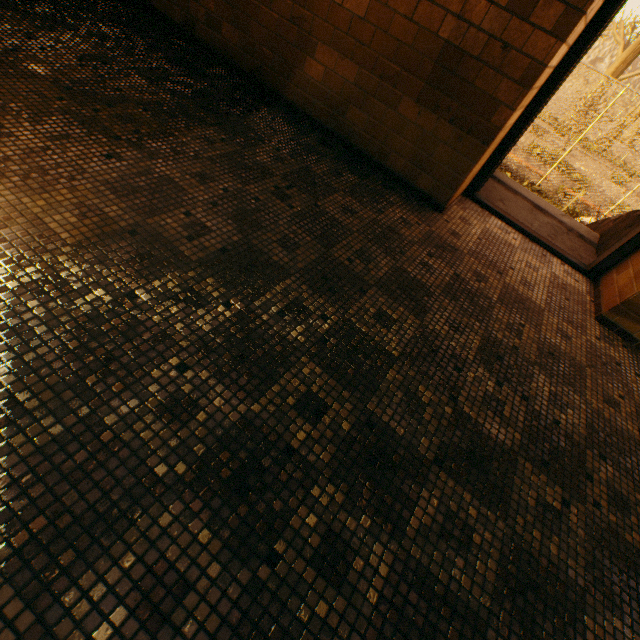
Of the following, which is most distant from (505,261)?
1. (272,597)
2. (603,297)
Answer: (272,597)

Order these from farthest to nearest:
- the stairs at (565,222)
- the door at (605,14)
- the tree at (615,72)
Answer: the tree at (615,72) → the stairs at (565,222) → the door at (605,14)

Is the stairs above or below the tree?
below

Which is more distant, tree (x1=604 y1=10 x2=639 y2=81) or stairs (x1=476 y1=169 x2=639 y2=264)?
tree (x1=604 y1=10 x2=639 y2=81)

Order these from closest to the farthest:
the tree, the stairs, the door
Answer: the door → the stairs → the tree

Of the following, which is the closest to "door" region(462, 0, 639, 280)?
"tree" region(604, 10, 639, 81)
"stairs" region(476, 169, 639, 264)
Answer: "stairs" region(476, 169, 639, 264)

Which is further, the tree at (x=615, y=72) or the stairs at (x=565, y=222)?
the tree at (x=615, y=72)
